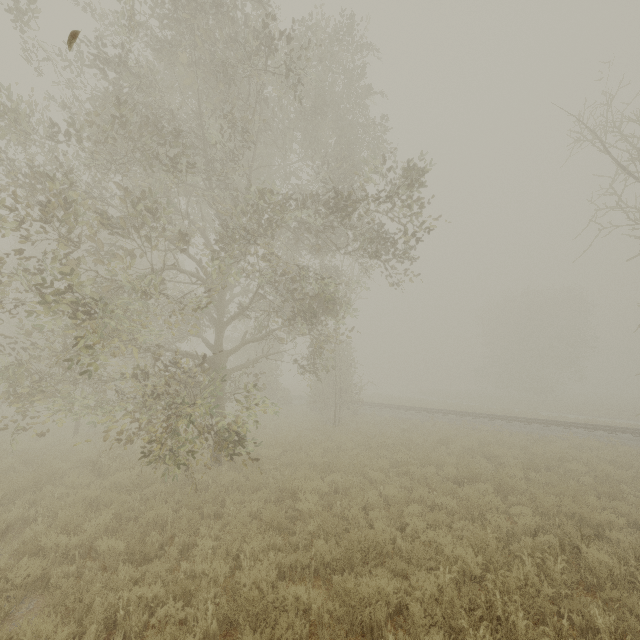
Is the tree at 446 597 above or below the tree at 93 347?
below

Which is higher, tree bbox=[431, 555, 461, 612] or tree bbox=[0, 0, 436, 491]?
tree bbox=[0, 0, 436, 491]

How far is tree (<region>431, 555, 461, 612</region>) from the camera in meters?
4.6

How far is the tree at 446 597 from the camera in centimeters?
464cm

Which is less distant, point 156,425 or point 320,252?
point 320,252

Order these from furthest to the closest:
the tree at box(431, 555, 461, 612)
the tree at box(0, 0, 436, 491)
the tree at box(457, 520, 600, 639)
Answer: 1. the tree at box(0, 0, 436, 491)
2. the tree at box(431, 555, 461, 612)
3. the tree at box(457, 520, 600, 639)

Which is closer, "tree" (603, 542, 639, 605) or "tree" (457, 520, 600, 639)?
"tree" (457, 520, 600, 639)
